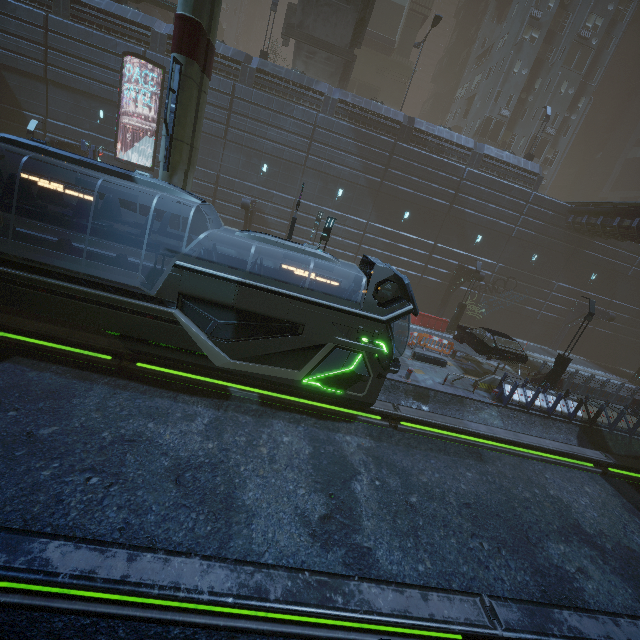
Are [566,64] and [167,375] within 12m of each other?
no

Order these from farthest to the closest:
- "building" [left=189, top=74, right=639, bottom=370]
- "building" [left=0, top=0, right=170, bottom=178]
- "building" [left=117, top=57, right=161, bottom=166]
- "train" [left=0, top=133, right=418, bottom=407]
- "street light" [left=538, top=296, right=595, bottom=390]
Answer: "building" [left=189, top=74, right=639, bottom=370] → "building" [left=117, top=57, right=161, bottom=166] → "building" [left=0, top=0, right=170, bottom=178] → "street light" [left=538, top=296, right=595, bottom=390] → "train" [left=0, top=133, right=418, bottom=407]

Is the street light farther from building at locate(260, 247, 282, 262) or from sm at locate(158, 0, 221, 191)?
sm at locate(158, 0, 221, 191)

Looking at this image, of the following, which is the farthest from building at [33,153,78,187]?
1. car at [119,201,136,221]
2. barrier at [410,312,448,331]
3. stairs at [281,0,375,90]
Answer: barrier at [410,312,448,331]

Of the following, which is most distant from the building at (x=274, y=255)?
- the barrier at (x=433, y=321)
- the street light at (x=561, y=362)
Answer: the barrier at (x=433, y=321)

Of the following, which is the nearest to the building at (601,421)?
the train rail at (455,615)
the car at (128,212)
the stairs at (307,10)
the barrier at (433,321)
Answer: the train rail at (455,615)

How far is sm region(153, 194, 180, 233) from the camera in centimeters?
1225cm

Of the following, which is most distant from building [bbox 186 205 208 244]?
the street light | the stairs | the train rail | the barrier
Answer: the barrier
